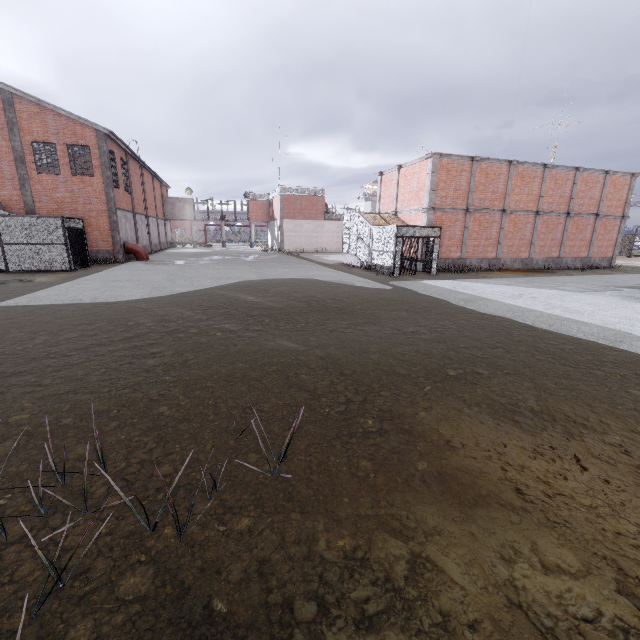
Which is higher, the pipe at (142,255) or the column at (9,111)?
the column at (9,111)

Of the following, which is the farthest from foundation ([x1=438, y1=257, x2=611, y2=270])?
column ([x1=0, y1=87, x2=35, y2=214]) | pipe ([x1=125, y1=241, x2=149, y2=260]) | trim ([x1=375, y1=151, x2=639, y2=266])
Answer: column ([x1=0, y1=87, x2=35, y2=214])

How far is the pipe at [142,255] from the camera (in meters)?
25.48

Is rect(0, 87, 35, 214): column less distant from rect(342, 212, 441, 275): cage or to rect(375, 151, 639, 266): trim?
rect(342, 212, 441, 275): cage

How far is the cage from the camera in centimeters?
1867cm

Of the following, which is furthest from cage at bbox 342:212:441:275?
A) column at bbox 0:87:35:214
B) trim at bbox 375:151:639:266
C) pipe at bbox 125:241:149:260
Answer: column at bbox 0:87:35:214

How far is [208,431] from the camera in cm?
416

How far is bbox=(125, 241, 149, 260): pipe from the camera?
25.48m
